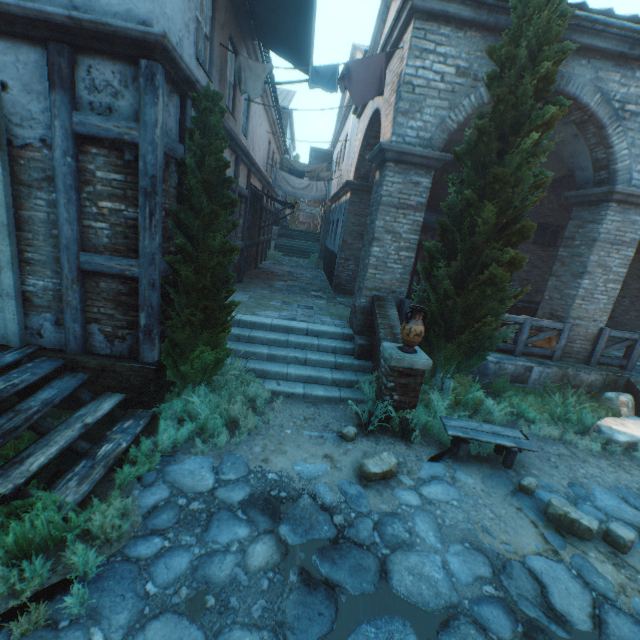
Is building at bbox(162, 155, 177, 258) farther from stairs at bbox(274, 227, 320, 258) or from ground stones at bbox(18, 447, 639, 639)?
ground stones at bbox(18, 447, 639, 639)

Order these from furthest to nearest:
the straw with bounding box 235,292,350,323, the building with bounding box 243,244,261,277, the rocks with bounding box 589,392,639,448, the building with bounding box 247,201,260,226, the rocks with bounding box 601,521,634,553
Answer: Answer: the building with bounding box 243,244,261,277 → the building with bounding box 247,201,260,226 → the straw with bounding box 235,292,350,323 → the rocks with bounding box 589,392,639,448 → the rocks with bounding box 601,521,634,553

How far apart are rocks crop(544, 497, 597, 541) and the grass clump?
1.7 meters

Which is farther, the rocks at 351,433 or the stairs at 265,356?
the stairs at 265,356

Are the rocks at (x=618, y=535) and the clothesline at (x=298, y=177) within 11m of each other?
no

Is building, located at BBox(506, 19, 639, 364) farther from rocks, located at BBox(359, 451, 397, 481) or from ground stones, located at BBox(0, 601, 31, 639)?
rocks, located at BBox(359, 451, 397, 481)

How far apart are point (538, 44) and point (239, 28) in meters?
6.1 m

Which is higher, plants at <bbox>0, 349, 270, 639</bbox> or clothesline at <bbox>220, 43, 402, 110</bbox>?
clothesline at <bbox>220, 43, 402, 110</bbox>
